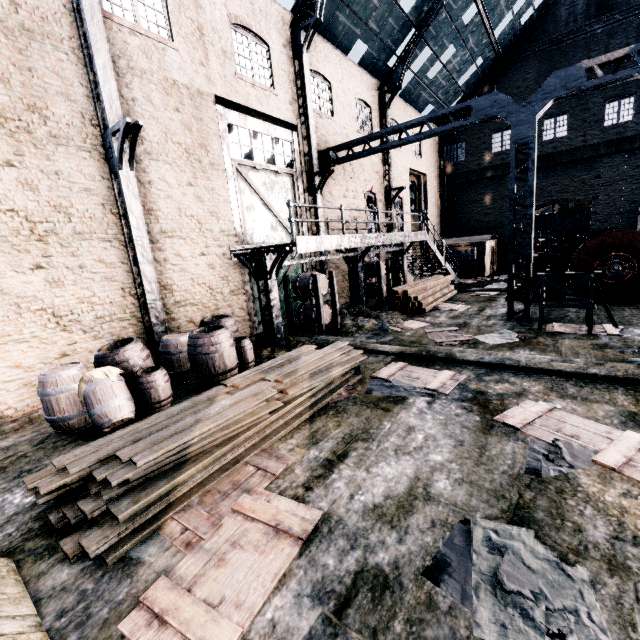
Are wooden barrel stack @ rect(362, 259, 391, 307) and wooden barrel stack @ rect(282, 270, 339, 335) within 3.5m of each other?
no

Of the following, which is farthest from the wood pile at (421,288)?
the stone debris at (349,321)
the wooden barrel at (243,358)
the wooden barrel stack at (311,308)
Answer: the wooden barrel at (243,358)

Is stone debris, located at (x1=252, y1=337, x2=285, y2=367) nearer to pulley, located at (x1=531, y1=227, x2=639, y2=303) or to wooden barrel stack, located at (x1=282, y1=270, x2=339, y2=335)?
wooden barrel stack, located at (x1=282, y1=270, x2=339, y2=335)

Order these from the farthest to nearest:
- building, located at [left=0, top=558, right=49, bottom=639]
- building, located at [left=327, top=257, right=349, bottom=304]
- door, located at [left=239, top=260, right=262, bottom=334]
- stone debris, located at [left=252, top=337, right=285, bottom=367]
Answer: building, located at [left=327, top=257, right=349, bottom=304] → door, located at [left=239, top=260, right=262, bottom=334] → stone debris, located at [left=252, top=337, right=285, bottom=367] → building, located at [left=0, top=558, right=49, bottom=639]

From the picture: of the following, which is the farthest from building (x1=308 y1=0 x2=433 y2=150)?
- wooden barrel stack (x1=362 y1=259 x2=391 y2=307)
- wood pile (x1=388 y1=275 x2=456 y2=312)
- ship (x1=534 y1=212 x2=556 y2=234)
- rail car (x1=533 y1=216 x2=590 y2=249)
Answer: ship (x1=534 y1=212 x2=556 y2=234)

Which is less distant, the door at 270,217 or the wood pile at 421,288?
the door at 270,217

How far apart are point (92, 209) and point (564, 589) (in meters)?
11.33

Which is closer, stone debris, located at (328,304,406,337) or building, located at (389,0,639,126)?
stone debris, located at (328,304,406,337)
